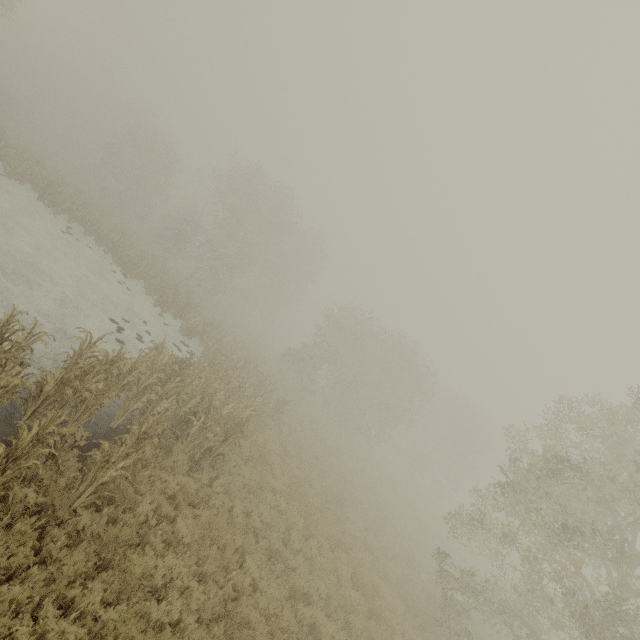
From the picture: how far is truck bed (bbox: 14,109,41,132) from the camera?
46.6m

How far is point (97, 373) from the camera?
8.20m

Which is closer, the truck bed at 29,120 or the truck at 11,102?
the truck at 11,102

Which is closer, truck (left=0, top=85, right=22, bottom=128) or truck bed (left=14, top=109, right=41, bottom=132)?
truck (left=0, top=85, right=22, bottom=128)

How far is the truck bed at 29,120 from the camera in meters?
46.6 m
